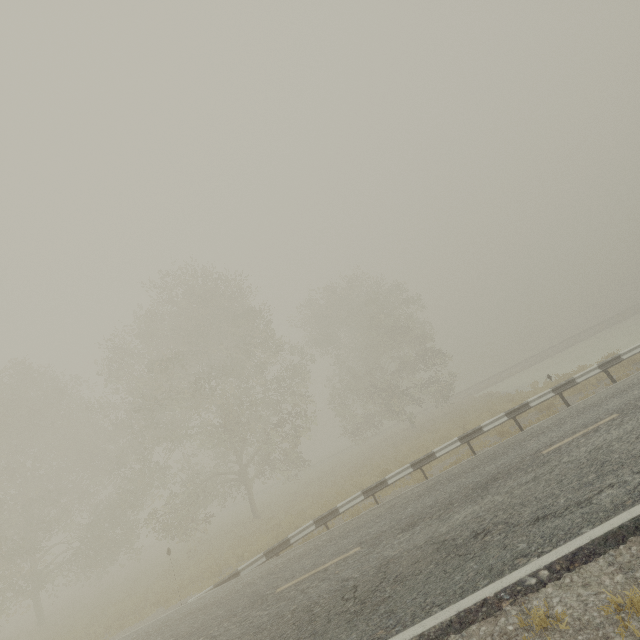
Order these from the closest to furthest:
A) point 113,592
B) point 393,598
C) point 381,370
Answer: point 393,598 < point 113,592 < point 381,370

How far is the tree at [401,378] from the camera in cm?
2747

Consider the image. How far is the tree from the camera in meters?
27.5
